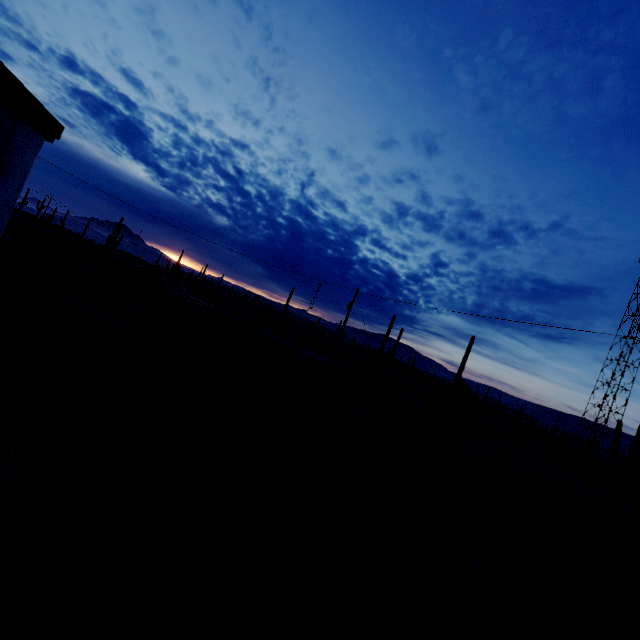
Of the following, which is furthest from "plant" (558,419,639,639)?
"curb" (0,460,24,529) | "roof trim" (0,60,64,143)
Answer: "roof trim" (0,60,64,143)

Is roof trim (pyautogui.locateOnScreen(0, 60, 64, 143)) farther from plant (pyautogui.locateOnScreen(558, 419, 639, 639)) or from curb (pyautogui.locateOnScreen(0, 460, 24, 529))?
plant (pyautogui.locateOnScreen(558, 419, 639, 639))

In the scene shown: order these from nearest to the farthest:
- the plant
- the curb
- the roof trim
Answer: the roof trim < the curb < the plant

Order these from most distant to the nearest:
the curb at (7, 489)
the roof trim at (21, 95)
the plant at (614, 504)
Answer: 1. the plant at (614, 504)
2. the curb at (7, 489)
3. the roof trim at (21, 95)

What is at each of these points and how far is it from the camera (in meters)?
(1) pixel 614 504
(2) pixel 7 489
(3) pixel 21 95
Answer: (1) plant, 21.62
(2) curb, 4.70
(3) roof trim, 3.33

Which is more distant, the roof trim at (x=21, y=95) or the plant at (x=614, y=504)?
the plant at (x=614, y=504)
